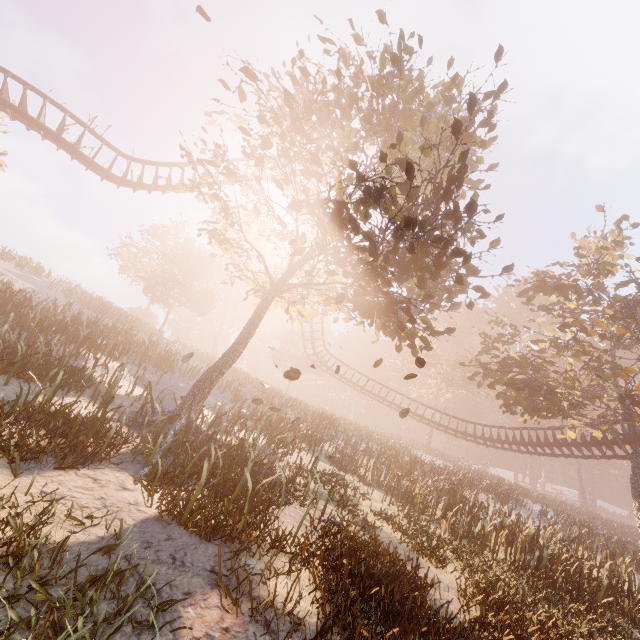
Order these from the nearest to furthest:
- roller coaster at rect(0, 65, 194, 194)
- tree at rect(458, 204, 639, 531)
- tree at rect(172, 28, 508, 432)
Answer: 1. tree at rect(172, 28, 508, 432)
2. roller coaster at rect(0, 65, 194, 194)
3. tree at rect(458, 204, 639, 531)

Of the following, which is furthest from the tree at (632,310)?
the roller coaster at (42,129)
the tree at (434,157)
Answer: the tree at (434,157)

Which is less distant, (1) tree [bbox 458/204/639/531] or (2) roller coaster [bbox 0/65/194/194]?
(2) roller coaster [bbox 0/65/194/194]

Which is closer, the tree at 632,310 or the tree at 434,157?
the tree at 434,157

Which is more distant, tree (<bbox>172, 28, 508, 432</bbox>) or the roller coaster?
the roller coaster

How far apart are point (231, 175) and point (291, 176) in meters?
2.8

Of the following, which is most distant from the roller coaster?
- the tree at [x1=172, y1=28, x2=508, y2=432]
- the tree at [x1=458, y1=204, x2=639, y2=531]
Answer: the tree at [x1=172, y1=28, x2=508, y2=432]
